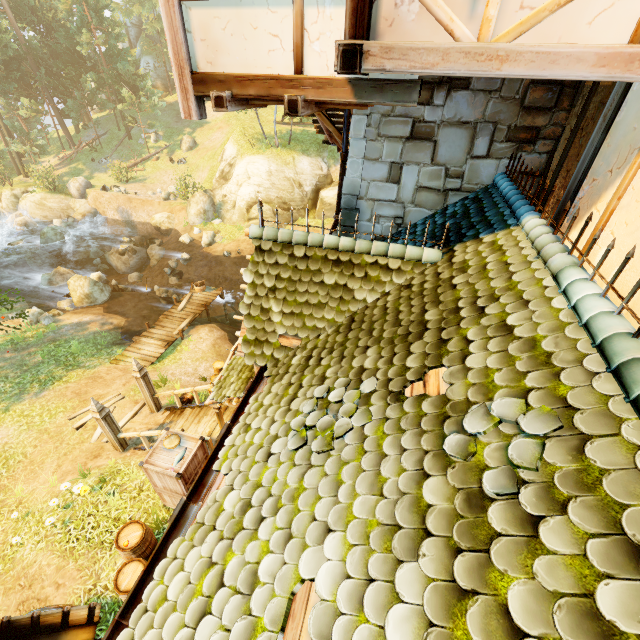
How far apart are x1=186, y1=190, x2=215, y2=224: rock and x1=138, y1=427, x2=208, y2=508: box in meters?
22.8 m

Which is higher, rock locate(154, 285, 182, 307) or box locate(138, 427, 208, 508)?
box locate(138, 427, 208, 508)

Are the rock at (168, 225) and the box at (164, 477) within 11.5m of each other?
no

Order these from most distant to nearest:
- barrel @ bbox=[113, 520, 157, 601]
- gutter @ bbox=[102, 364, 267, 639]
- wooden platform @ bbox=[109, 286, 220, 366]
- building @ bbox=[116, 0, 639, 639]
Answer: wooden platform @ bbox=[109, 286, 220, 366]
barrel @ bbox=[113, 520, 157, 601]
gutter @ bbox=[102, 364, 267, 639]
building @ bbox=[116, 0, 639, 639]

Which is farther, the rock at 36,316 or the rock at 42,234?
the rock at 42,234

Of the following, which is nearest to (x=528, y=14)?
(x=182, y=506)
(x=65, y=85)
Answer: (x=182, y=506)

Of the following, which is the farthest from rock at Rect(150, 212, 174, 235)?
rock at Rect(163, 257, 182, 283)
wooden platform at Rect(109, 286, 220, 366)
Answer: wooden platform at Rect(109, 286, 220, 366)

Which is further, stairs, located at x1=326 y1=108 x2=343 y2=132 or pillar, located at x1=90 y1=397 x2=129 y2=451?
pillar, located at x1=90 y1=397 x2=129 y2=451
